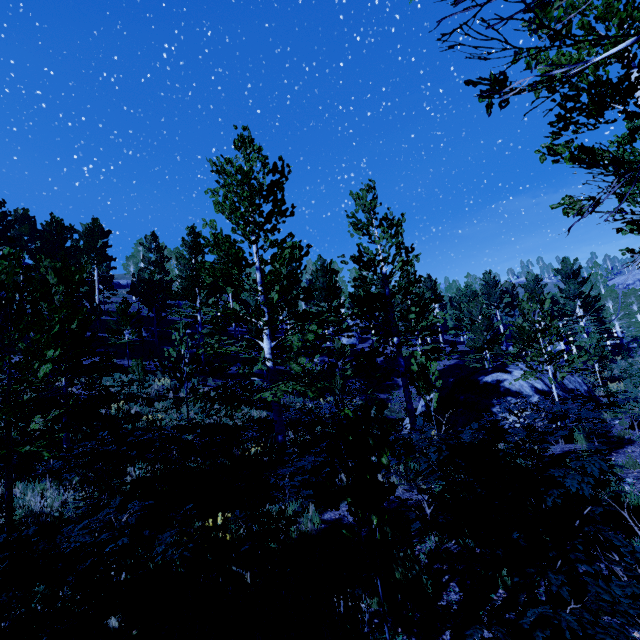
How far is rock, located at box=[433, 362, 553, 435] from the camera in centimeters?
1404cm

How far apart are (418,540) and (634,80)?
7.59m

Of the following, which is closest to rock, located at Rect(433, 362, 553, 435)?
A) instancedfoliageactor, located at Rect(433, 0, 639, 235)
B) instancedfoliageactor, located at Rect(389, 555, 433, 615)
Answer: instancedfoliageactor, located at Rect(433, 0, 639, 235)

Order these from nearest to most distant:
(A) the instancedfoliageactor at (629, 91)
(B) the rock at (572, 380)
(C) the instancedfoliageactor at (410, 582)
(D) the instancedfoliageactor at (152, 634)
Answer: (A) the instancedfoliageactor at (629, 91), (D) the instancedfoliageactor at (152, 634), (C) the instancedfoliageactor at (410, 582), (B) the rock at (572, 380)

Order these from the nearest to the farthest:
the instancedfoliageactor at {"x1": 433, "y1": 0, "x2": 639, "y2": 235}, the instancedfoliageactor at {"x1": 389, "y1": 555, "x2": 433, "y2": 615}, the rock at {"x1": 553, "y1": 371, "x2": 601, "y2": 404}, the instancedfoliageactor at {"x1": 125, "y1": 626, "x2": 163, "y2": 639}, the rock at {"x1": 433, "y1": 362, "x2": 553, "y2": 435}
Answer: the instancedfoliageactor at {"x1": 433, "y1": 0, "x2": 639, "y2": 235}
the instancedfoliageactor at {"x1": 125, "y1": 626, "x2": 163, "y2": 639}
the instancedfoliageactor at {"x1": 389, "y1": 555, "x2": 433, "y2": 615}
the rock at {"x1": 433, "y1": 362, "x2": 553, "y2": 435}
the rock at {"x1": 553, "y1": 371, "x2": 601, "y2": 404}

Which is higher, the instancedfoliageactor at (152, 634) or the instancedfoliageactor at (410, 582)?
the instancedfoliageactor at (152, 634)
